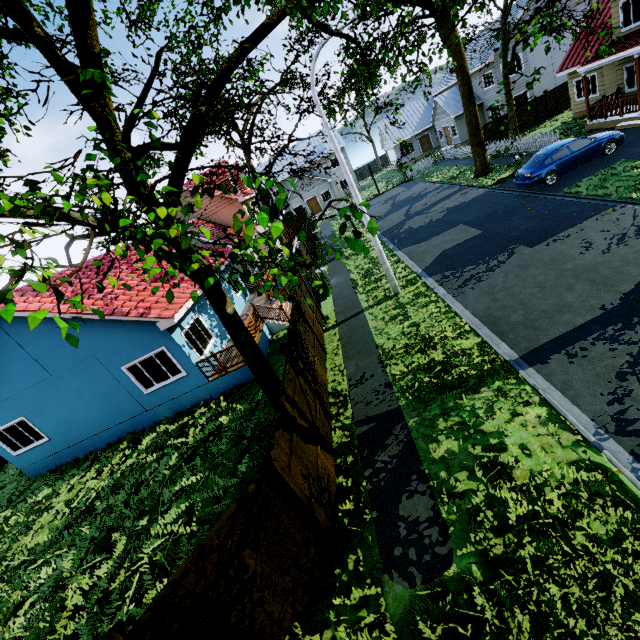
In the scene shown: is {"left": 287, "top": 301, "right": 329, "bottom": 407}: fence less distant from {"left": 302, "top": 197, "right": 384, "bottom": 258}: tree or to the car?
{"left": 302, "top": 197, "right": 384, "bottom": 258}: tree

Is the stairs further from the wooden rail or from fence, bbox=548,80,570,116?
fence, bbox=548,80,570,116

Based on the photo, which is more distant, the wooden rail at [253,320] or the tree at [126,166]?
the wooden rail at [253,320]

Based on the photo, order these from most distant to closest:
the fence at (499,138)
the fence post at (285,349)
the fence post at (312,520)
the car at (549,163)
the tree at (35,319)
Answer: the fence at (499,138) → the car at (549,163) → the fence post at (285,349) → the fence post at (312,520) → the tree at (35,319)

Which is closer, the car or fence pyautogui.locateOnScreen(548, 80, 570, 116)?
the car

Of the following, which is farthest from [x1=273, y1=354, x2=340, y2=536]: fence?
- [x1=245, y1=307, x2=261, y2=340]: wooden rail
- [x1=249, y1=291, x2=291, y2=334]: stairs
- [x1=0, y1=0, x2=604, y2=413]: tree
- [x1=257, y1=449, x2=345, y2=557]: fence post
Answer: [x1=245, y1=307, x2=261, y2=340]: wooden rail

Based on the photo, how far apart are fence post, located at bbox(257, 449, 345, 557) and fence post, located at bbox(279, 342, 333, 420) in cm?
295

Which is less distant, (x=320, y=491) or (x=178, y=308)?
(x=320, y=491)
